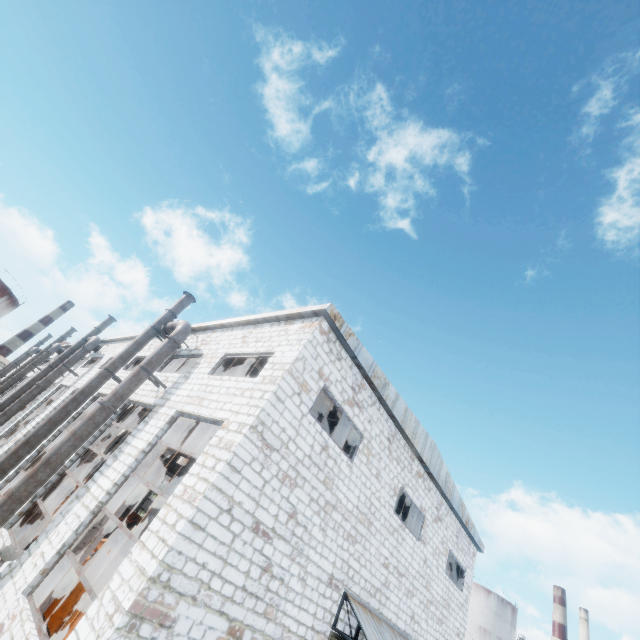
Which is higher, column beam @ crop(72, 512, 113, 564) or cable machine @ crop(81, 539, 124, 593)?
column beam @ crop(72, 512, 113, 564)

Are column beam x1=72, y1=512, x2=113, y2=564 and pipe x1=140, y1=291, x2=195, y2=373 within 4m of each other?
yes

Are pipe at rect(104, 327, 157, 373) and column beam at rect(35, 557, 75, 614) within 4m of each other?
no

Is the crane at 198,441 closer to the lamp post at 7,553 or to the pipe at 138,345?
the pipe at 138,345

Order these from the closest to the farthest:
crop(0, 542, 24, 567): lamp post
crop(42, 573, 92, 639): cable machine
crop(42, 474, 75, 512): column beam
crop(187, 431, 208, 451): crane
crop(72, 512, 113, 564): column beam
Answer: crop(0, 542, 24, 567): lamp post
crop(72, 512, 113, 564): column beam
crop(42, 573, 92, 639): cable machine
crop(42, 474, 75, 512): column beam
crop(187, 431, 208, 451): crane

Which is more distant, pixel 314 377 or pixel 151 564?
pixel 314 377

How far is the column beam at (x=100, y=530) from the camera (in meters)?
8.84

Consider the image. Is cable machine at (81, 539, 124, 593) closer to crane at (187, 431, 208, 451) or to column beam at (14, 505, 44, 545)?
column beam at (14, 505, 44, 545)
